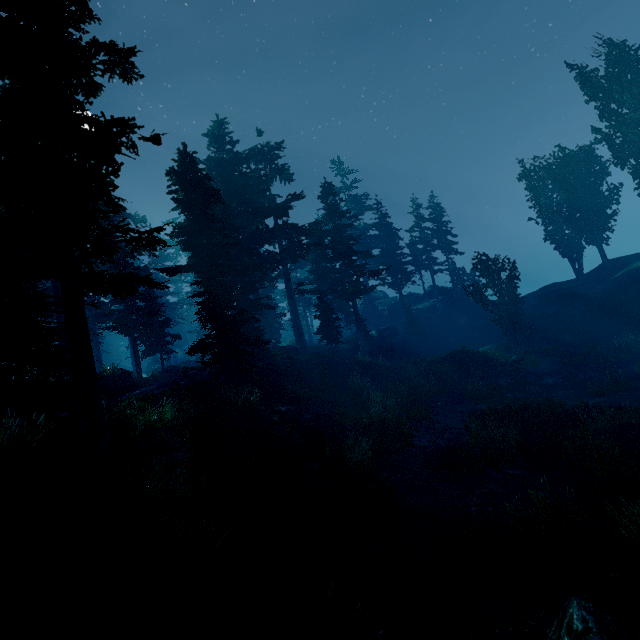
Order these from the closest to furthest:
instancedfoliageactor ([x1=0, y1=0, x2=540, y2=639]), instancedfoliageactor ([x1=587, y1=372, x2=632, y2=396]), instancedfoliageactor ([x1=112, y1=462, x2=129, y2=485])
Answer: instancedfoliageactor ([x1=0, y1=0, x2=540, y2=639])
instancedfoliageactor ([x1=112, y1=462, x2=129, y2=485])
instancedfoliageactor ([x1=587, y1=372, x2=632, y2=396])

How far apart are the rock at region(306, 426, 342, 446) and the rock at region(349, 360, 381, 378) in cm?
1332

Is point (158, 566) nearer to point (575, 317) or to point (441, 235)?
point (575, 317)

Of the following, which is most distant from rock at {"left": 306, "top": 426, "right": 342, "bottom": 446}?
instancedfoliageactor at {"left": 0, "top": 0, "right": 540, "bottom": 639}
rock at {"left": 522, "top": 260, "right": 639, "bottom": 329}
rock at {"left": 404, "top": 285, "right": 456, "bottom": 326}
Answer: rock at {"left": 404, "top": 285, "right": 456, "bottom": 326}

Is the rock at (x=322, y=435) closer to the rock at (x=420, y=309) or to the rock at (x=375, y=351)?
the rock at (x=375, y=351)

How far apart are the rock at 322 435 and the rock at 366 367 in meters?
13.3

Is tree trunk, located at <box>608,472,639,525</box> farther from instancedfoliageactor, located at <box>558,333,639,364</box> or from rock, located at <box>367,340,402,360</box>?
rock, located at <box>367,340,402,360</box>

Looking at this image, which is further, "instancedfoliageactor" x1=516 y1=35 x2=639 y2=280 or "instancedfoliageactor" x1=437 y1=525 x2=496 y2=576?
"instancedfoliageactor" x1=516 y1=35 x2=639 y2=280
